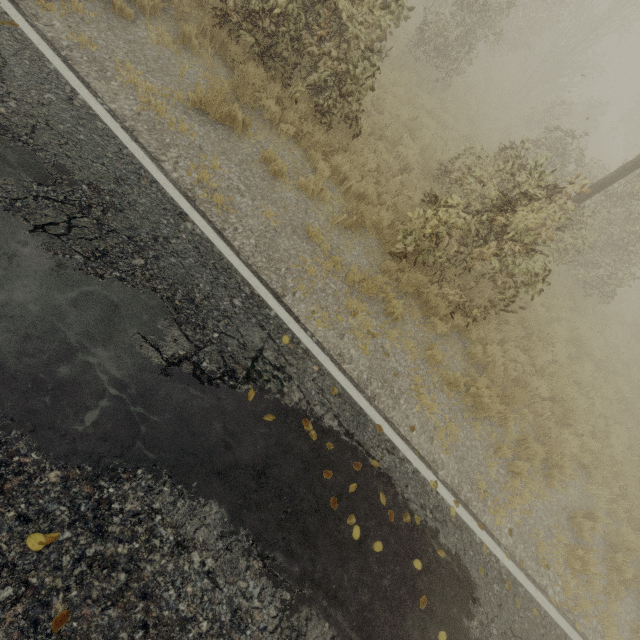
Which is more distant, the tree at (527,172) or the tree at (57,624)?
the tree at (527,172)

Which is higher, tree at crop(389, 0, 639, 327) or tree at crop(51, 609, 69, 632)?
tree at crop(389, 0, 639, 327)

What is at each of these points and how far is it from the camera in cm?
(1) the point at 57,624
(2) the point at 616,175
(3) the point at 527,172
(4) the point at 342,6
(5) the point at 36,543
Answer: (1) tree, 264
(2) utility pole, 751
(3) tree, 570
(4) tree, 582
(5) tree, 276

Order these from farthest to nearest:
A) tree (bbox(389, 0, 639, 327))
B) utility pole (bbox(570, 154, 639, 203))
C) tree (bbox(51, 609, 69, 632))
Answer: utility pole (bbox(570, 154, 639, 203)) → tree (bbox(389, 0, 639, 327)) → tree (bbox(51, 609, 69, 632))

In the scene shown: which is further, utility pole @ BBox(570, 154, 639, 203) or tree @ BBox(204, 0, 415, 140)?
utility pole @ BBox(570, 154, 639, 203)

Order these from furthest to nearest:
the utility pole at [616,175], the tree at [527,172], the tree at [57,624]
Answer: the utility pole at [616,175]
the tree at [527,172]
the tree at [57,624]

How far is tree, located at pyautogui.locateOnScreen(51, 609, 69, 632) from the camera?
2.6 meters

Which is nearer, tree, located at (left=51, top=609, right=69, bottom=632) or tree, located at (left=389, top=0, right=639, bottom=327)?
tree, located at (left=51, top=609, right=69, bottom=632)
